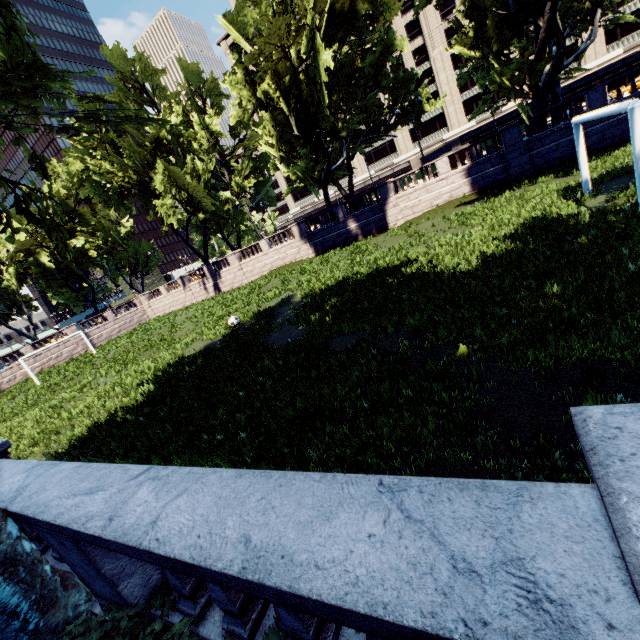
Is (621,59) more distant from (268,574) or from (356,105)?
(268,574)

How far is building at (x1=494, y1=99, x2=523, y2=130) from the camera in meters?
55.5

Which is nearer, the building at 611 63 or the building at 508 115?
the building at 611 63

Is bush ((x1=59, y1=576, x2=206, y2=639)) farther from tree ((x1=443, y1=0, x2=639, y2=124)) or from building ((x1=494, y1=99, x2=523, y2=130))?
building ((x1=494, y1=99, x2=523, y2=130))

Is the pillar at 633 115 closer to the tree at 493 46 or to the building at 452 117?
the tree at 493 46

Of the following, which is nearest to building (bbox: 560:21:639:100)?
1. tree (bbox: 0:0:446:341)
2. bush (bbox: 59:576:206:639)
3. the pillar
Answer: tree (bbox: 0:0:446:341)
